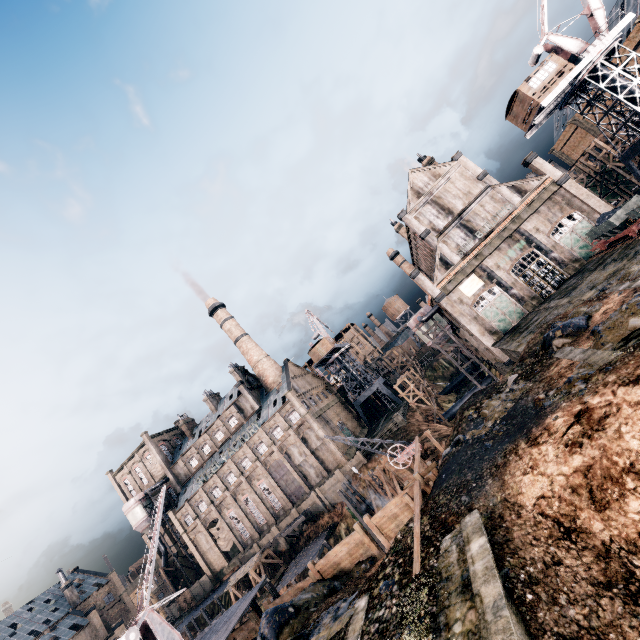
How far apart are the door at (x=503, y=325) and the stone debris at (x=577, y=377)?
24.2m

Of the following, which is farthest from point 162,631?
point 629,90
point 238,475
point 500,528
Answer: point 629,90

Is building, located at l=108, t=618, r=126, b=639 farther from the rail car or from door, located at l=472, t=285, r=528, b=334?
the rail car

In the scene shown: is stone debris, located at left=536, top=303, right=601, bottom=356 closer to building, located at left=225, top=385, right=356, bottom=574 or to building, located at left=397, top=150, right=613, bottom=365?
building, located at left=397, top=150, right=613, bottom=365

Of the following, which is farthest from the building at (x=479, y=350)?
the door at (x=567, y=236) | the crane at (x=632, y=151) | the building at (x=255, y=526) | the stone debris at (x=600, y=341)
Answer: the stone debris at (x=600, y=341)

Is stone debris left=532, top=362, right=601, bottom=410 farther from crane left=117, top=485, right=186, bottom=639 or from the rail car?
crane left=117, top=485, right=186, bottom=639

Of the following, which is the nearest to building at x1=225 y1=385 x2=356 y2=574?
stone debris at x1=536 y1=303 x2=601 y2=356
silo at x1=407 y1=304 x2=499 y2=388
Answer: silo at x1=407 y1=304 x2=499 y2=388

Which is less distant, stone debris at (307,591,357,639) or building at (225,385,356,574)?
stone debris at (307,591,357,639)
